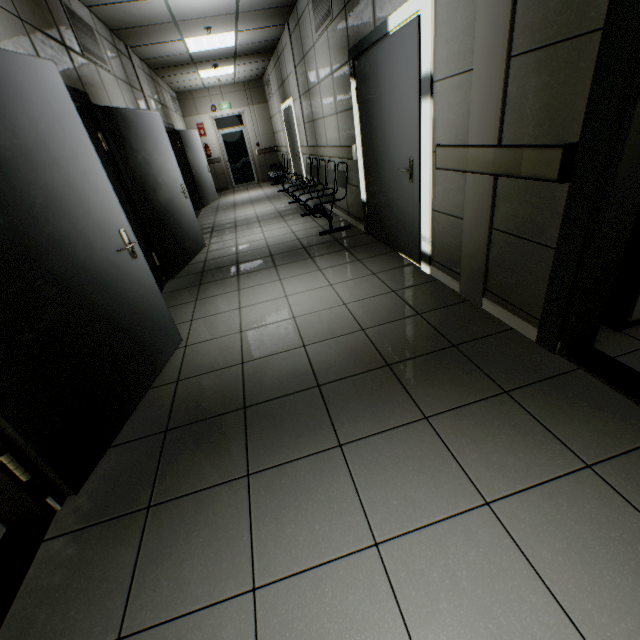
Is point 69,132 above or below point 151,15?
below

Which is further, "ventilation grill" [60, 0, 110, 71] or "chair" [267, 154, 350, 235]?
"chair" [267, 154, 350, 235]

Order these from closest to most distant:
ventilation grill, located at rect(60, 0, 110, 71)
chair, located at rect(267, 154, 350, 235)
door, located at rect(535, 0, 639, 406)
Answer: door, located at rect(535, 0, 639, 406), ventilation grill, located at rect(60, 0, 110, 71), chair, located at rect(267, 154, 350, 235)

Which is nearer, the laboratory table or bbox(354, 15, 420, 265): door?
the laboratory table

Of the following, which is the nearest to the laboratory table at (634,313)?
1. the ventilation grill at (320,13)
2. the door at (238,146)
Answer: the ventilation grill at (320,13)

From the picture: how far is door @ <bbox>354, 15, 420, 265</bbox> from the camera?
2.7 meters

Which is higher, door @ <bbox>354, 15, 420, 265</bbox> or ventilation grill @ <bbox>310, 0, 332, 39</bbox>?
ventilation grill @ <bbox>310, 0, 332, 39</bbox>

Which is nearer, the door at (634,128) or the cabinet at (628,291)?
the door at (634,128)
